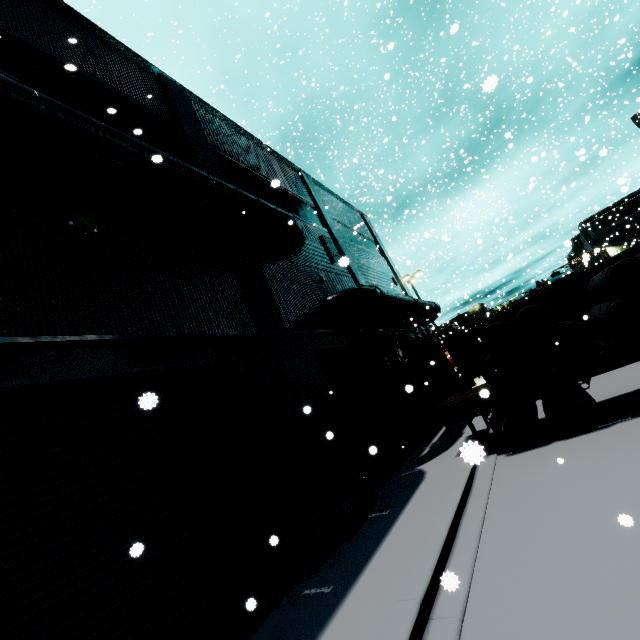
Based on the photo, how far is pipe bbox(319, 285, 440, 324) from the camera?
11.44m

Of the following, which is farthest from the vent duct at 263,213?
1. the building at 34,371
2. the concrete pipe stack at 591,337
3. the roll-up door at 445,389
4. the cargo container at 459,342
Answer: the concrete pipe stack at 591,337

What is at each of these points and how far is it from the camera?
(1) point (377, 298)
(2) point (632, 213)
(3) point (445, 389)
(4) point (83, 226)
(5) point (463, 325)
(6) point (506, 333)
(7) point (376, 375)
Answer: (1) pipe, 12.25m
(2) building, 59.69m
(3) roll-up door, 19.36m
(4) light, 5.70m
(5) building, 50.38m
(6) cargo container, 14.45m
(7) roll-up door, 12.94m

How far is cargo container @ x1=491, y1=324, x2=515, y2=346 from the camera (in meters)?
14.33

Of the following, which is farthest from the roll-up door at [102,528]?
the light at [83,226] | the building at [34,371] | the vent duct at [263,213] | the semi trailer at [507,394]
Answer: the light at [83,226]

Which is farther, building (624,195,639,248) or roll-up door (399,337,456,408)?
building (624,195,639,248)

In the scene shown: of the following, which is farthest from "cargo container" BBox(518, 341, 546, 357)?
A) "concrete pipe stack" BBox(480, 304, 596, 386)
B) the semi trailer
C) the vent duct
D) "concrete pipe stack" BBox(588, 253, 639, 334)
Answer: the vent duct

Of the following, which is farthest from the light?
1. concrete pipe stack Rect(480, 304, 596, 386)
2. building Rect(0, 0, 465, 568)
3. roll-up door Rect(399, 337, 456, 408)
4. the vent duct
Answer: concrete pipe stack Rect(480, 304, 596, 386)
